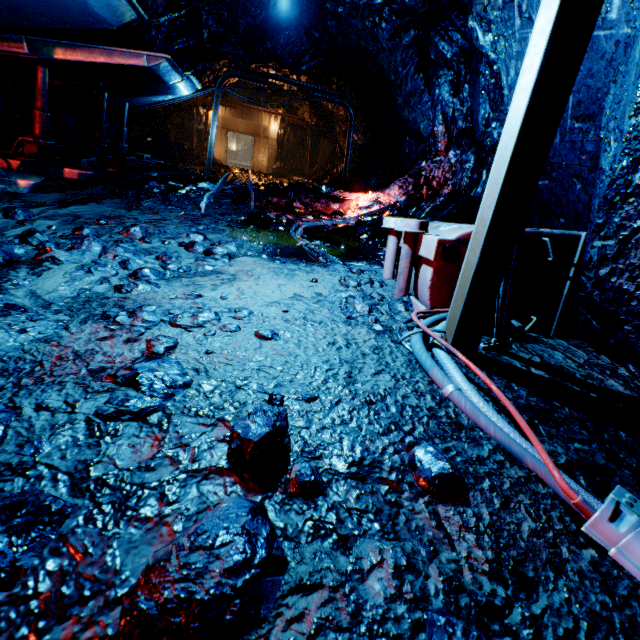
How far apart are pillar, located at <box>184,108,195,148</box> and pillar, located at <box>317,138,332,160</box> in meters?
8.0 m

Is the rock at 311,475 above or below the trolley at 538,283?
below

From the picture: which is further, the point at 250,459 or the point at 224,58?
the point at 224,58

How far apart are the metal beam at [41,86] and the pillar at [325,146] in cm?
1824

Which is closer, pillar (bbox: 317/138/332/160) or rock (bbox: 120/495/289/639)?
rock (bbox: 120/495/289/639)

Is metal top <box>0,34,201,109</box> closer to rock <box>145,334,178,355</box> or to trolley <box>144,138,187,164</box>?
rock <box>145,334,178,355</box>

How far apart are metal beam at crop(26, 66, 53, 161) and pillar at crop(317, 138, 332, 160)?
18.2 meters

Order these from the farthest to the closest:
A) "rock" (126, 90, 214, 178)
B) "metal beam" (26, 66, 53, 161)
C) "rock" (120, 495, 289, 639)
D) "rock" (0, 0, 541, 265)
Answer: "rock" (126, 90, 214, 178), "metal beam" (26, 66, 53, 161), "rock" (0, 0, 541, 265), "rock" (120, 495, 289, 639)
